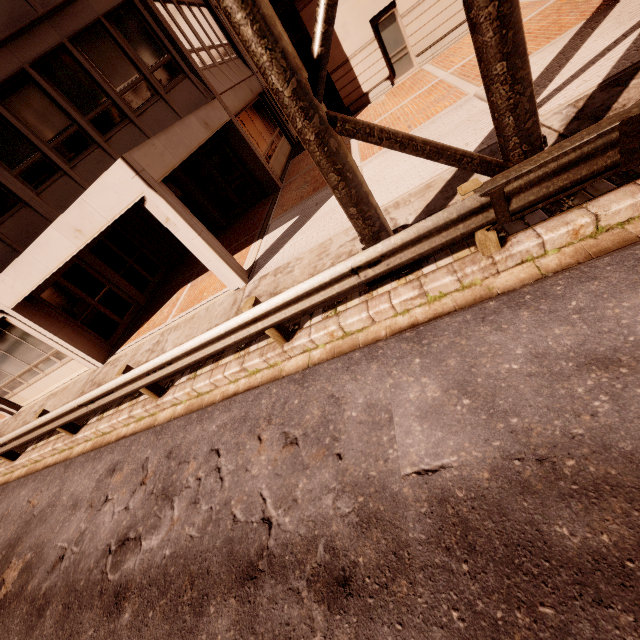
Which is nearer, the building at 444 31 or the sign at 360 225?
the sign at 360 225

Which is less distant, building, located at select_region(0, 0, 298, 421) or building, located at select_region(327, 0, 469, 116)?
building, located at select_region(0, 0, 298, 421)

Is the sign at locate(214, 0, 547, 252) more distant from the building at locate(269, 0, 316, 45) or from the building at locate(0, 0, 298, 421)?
the building at locate(269, 0, 316, 45)

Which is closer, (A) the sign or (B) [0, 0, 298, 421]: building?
(A) the sign

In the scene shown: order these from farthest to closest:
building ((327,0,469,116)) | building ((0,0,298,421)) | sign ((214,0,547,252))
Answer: building ((327,0,469,116)) < building ((0,0,298,421)) < sign ((214,0,547,252))

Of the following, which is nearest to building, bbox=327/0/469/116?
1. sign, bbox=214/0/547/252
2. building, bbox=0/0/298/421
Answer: building, bbox=0/0/298/421

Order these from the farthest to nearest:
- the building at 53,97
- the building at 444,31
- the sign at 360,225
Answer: the building at 444,31
the building at 53,97
the sign at 360,225

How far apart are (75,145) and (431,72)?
12.5m
